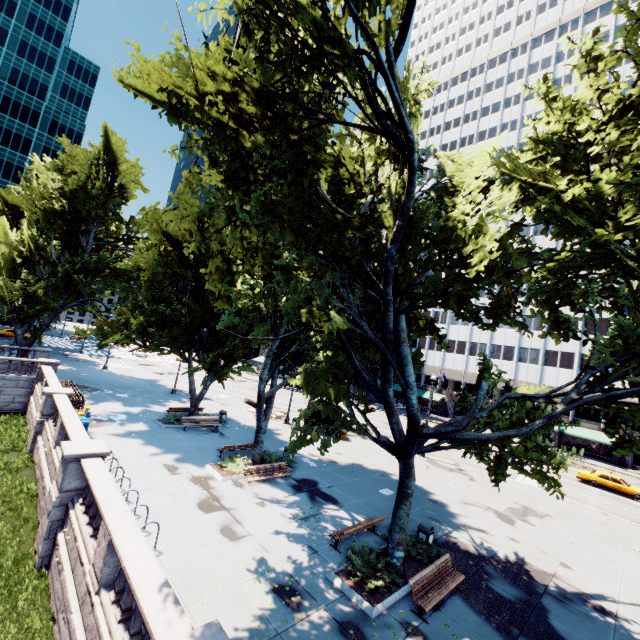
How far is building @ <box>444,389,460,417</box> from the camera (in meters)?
59.12

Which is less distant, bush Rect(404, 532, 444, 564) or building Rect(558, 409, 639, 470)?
bush Rect(404, 532, 444, 564)

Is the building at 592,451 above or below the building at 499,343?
below

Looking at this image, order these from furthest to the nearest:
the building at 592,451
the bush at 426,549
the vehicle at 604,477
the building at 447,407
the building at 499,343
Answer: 1. the building at 447,407
2. the building at 499,343
3. the building at 592,451
4. the vehicle at 604,477
5. the bush at 426,549

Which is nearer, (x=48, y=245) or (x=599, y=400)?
(x=599, y=400)

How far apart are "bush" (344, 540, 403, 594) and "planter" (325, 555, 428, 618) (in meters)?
0.04

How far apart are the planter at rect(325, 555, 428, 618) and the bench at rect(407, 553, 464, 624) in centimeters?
68cm

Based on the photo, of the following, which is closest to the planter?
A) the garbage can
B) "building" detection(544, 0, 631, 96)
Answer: the garbage can
